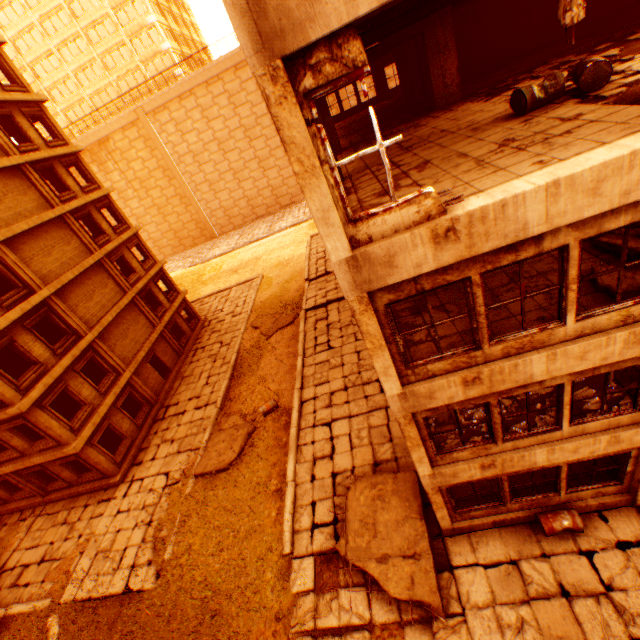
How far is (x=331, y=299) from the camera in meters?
22.5

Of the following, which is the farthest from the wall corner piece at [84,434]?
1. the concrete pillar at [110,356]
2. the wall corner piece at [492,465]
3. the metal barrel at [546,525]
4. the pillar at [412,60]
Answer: the pillar at [412,60]

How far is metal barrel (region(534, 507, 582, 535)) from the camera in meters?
8.2

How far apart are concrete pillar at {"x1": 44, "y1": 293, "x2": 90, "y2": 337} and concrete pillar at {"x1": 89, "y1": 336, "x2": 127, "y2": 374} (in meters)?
0.29

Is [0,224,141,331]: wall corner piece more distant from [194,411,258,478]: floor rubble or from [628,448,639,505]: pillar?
[194,411,258,478]: floor rubble

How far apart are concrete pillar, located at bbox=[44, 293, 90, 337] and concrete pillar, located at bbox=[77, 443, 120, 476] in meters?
5.6

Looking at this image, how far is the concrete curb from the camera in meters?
11.2 m

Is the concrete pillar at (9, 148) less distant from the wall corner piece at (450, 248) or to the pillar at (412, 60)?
the wall corner piece at (450, 248)
